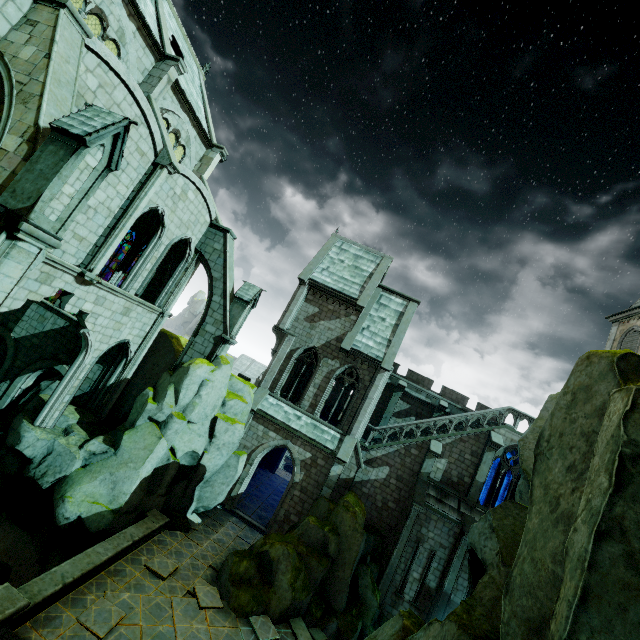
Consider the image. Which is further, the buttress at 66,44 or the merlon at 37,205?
the buttress at 66,44

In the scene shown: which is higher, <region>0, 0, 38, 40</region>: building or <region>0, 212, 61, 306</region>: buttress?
<region>0, 0, 38, 40</region>: building

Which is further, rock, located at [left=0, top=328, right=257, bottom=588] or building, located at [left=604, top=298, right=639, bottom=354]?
building, located at [left=604, top=298, right=639, bottom=354]

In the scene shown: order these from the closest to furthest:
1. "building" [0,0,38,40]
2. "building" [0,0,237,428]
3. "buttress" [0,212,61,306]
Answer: "buttress" [0,212,61,306] → "building" [0,0,38,40] → "building" [0,0,237,428]

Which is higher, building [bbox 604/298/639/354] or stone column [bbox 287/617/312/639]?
building [bbox 604/298/639/354]

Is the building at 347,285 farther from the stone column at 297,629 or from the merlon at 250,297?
the stone column at 297,629

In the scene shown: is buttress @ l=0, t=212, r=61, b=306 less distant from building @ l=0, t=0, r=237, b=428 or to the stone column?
building @ l=0, t=0, r=237, b=428

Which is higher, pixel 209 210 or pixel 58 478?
pixel 209 210
